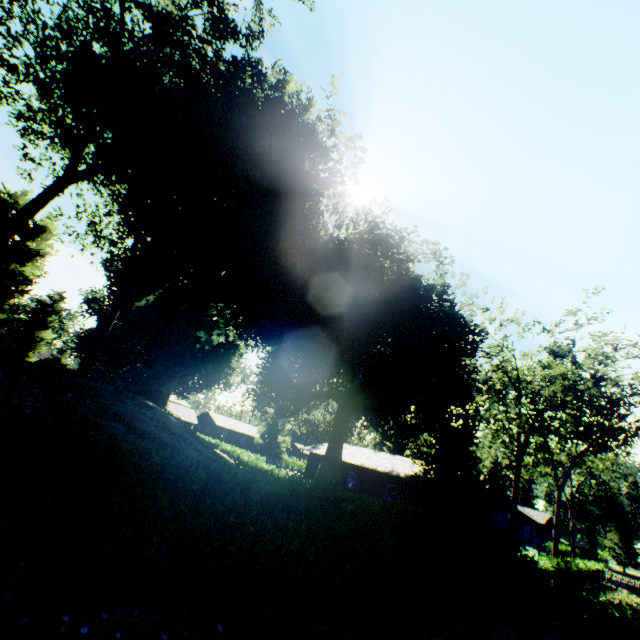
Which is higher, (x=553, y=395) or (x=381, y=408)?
(x=553, y=395)

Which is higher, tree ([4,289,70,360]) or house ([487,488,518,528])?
tree ([4,289,70,360])

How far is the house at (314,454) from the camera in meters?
39.5 m

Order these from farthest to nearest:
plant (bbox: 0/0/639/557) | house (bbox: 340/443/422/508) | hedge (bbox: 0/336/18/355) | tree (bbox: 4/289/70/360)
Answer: tree (bbox: 4/289/70/360)
house (bbox: 340/443/422/508)
hedge (bbox: 0/336/18/355)
plant (bbox: 0/0/639/557)

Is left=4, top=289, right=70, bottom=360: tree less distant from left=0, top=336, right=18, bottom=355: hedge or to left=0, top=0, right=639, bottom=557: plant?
left=0, top=0, right=639, bottom=557: plant

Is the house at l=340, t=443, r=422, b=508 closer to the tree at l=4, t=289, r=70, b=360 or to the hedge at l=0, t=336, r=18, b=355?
the tree at l=4, t=289, r=70, b=360

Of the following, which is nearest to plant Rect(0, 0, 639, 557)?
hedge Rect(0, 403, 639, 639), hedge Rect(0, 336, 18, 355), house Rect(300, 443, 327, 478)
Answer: hedge Rect(0, 403, 639, 639)

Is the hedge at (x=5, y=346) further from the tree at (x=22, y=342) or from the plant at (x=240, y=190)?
the tree at (x=22, y=342)
